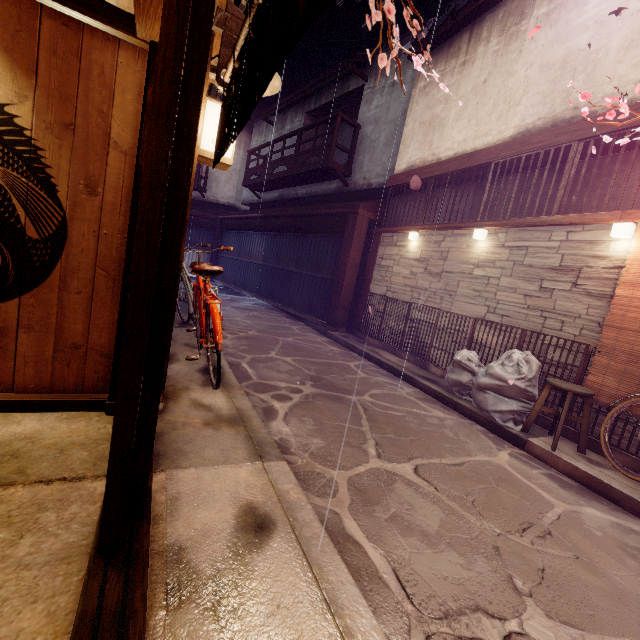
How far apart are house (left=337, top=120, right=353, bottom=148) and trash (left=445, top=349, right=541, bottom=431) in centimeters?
1842cm

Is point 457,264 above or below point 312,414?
above

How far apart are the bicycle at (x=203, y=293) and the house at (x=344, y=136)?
18.89m

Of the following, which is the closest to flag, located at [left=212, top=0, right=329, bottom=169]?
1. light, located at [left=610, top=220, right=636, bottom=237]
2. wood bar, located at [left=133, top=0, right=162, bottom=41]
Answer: wood bar, located at [left=133, top=0, right=162, bottom=41]

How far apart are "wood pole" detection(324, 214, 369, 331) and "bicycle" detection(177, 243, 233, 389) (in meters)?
8.82

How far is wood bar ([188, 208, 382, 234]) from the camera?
16.5m

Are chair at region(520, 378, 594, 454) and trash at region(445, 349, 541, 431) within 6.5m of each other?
yes

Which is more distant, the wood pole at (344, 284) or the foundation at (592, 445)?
the wood pole at (344, 284)
